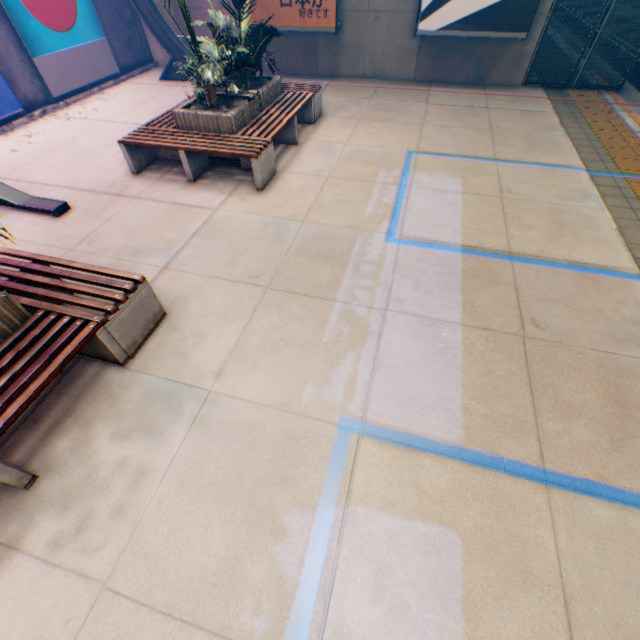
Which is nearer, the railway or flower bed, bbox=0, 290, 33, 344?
flower bed, bbox=0, 290, 33, 344

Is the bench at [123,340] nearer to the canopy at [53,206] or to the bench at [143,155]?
the canopy at [53,206]

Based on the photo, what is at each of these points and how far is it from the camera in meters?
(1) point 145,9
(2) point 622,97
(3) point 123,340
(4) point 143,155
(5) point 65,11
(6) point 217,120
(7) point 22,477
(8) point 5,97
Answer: (1) canopy, 8.9
(2) railway, 8.6
(3) bench, 3.2
(4) bench, 6.1
(5) billboard, 8.2
(6) flower bed, 5.6
(7) bench, 2.5
(8) billboard, 7.4

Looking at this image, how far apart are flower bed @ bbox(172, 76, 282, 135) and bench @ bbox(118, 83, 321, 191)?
0.0 meters

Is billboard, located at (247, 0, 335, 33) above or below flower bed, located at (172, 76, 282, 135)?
above

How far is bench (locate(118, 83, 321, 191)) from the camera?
5.4 meters

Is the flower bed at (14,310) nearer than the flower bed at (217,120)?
Yes

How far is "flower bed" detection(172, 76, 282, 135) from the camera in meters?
5.6
